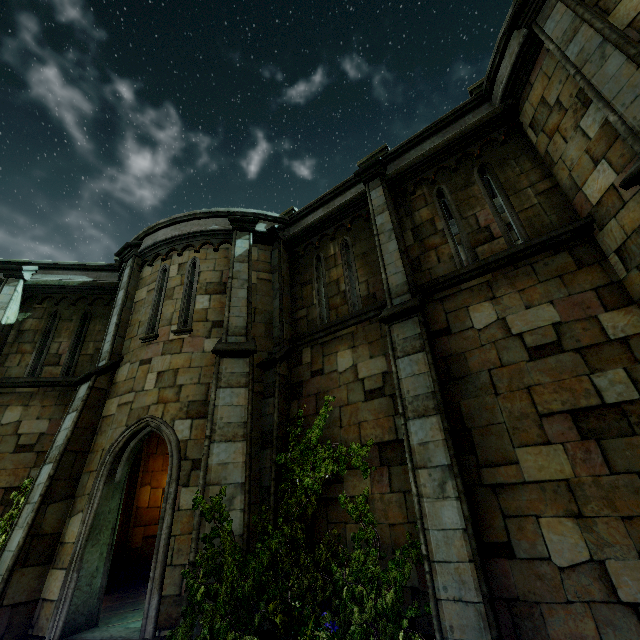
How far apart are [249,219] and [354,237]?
3.3m
